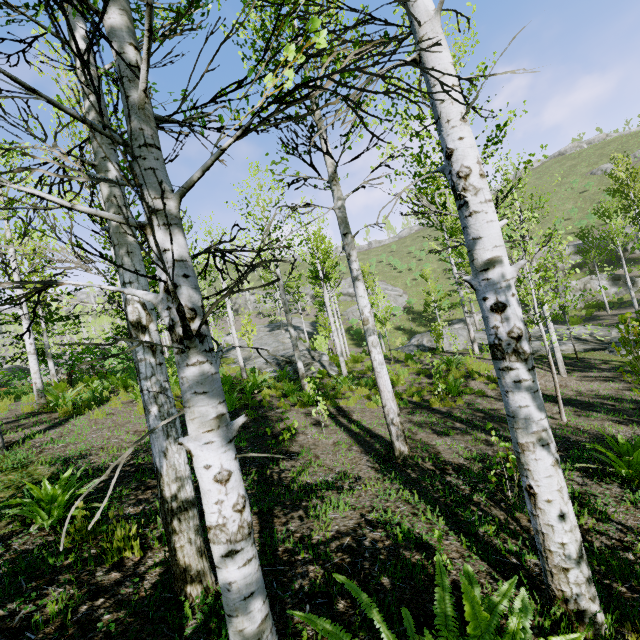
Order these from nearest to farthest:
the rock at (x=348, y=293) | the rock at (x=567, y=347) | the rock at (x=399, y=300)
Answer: the rock at (x=567, y=347)
the rock at (x=399, y=300)
the rock at (x=348, y=293)

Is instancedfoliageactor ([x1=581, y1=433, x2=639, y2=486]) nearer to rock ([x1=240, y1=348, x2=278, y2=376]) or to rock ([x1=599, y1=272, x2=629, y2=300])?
rock ([x1=240, y1=348, x2=278, y2=376])

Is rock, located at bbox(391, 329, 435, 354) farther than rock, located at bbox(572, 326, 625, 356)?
Yes

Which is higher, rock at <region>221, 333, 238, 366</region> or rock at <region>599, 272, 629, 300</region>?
rock at <region>221, 333, 238, 366</region>

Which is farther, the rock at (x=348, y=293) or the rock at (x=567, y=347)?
the rock at (x=348, y=293)

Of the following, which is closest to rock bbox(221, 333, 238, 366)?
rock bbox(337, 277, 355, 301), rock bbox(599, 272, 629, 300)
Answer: rock bbox(599, 272, 629, 300)

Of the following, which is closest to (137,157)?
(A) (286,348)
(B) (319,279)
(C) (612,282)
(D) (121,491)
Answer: (D) (121,491)

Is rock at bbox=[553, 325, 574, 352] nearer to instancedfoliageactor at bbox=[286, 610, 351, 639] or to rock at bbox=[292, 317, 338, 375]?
instancedfoliageactor at bbox=[286, 610, 351, 639]
